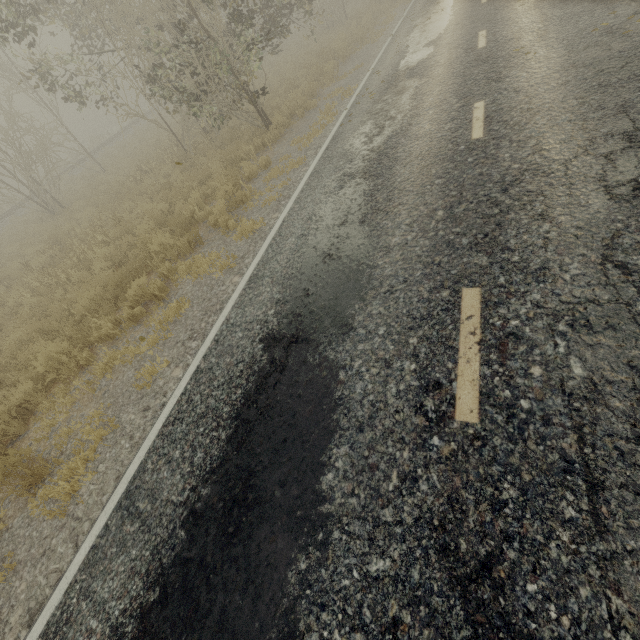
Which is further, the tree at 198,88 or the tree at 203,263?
the tree at 198,88

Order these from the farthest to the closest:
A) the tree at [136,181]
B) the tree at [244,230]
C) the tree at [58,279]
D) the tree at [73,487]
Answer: the tree at [136,181] → the tree at [58,279] → the tree at [244,230] → the tree at [73,487]

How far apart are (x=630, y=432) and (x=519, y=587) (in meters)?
1.26

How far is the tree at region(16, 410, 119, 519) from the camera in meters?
4.1

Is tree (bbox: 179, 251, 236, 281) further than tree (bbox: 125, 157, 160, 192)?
No

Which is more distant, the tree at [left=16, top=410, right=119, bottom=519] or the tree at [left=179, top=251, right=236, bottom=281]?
the tree at [left=179, top=251, right=236, bottom=281]
